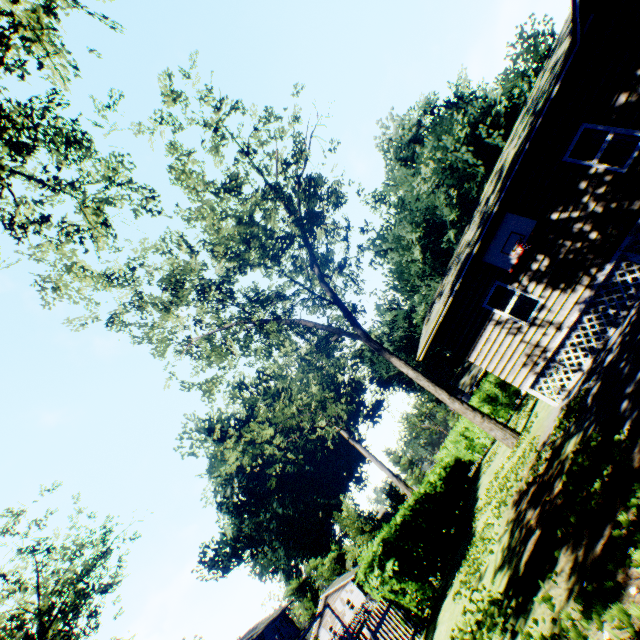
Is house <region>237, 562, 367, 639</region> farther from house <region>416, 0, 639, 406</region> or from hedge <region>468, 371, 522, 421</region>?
house <region>416, 0, 639, 406</region>

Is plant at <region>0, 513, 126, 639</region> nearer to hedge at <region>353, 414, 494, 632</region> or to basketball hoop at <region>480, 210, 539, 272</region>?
hedge at <region>353, 414, 494, 632</region>

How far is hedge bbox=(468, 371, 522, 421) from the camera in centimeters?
2366cm

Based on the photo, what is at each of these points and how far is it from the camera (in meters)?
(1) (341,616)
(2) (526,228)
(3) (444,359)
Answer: (1) house, 48.56
(2) basketball hoop, 10.28
(3) plant, 57.06

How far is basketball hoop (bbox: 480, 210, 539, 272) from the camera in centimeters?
1026cm

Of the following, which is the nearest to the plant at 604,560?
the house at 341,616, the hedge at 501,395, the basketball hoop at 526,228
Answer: the house at 341,616

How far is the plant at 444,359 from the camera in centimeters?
1636cm

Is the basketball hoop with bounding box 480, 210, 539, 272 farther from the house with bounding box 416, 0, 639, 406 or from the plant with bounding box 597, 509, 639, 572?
the plant with bounding box 597, 509, 639, 572
